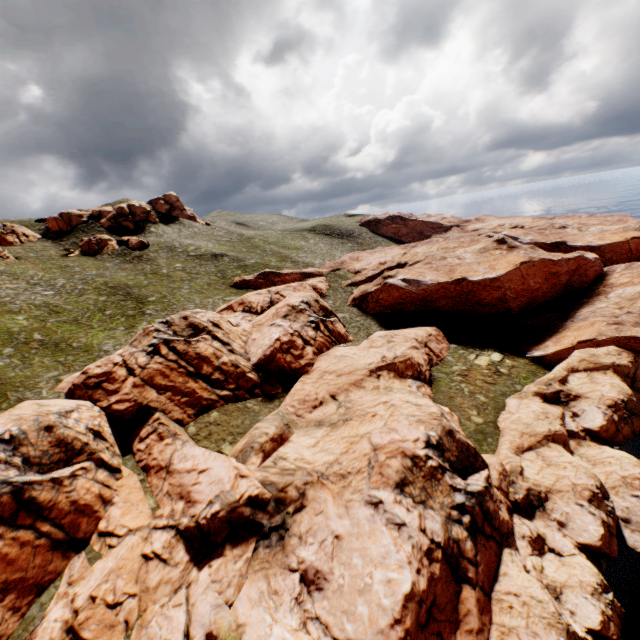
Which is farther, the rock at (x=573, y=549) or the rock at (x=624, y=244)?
the rock at (x=624, y=244)

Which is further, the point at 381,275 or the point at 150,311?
the point at 381,275

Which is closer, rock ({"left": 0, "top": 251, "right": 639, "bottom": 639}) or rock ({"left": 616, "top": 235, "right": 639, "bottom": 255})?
rock ({"left": 0, "top": 251, "right": 639, "bottom": 639})
